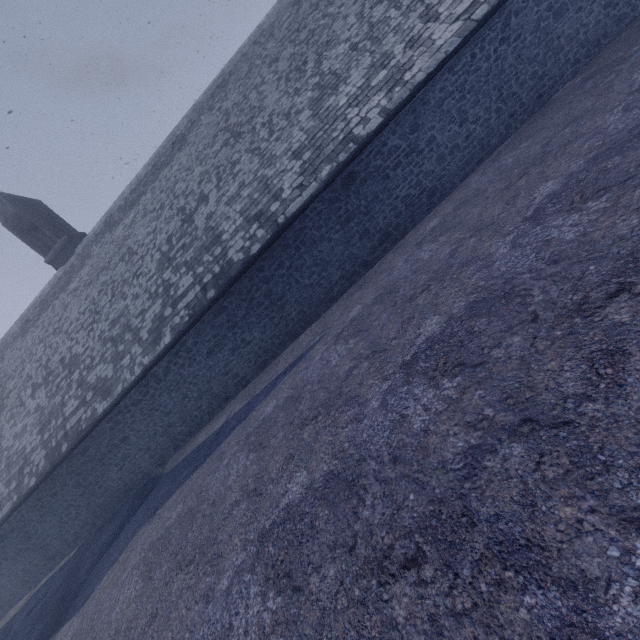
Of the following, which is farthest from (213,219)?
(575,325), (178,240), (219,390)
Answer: (575,325)
